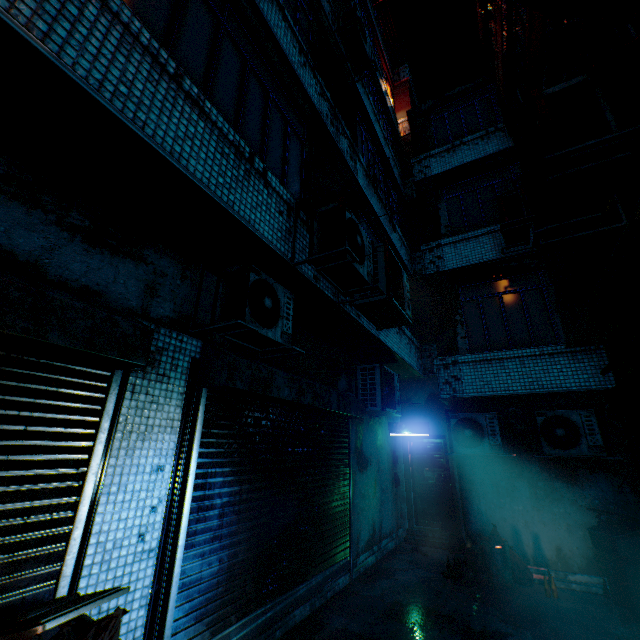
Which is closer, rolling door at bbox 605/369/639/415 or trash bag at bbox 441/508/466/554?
rolling door at bbox 605/369/639/415

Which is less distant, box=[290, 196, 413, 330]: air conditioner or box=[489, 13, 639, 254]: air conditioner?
box=[489, 13, 639, 254]: air conditioner

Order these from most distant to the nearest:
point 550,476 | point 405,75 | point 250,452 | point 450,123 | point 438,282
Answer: point 405,75
point 450,123
point 438,282
point 550,476
point 250,452

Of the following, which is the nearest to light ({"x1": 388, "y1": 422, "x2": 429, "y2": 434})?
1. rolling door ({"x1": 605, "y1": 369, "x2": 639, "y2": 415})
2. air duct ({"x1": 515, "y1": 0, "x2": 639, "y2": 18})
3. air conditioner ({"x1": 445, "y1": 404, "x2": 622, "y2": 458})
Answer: air conditioner ({"x1": 445, "y1": 404, "x2": 622, "y2": 458})

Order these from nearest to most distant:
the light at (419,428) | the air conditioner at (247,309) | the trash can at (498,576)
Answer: the air conditioner at (247,309) < the trash can at (498,576) < the light at (419,428)

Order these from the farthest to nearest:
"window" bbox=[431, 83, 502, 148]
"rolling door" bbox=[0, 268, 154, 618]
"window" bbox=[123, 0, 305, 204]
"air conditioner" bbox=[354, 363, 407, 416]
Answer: "window" bbox=[431, 83, 502, 148], "air conditioner" bbox=[354, 363, 407, 416], "window" bbox=[123, 0, 305, 204], "rolling door" bbox=[0, 268, 154, 618]

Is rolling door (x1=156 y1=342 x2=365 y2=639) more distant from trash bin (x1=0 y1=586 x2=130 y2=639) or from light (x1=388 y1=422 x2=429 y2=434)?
light (x1=388 y1=422 x2=429 y2=434)

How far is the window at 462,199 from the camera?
7.77m
